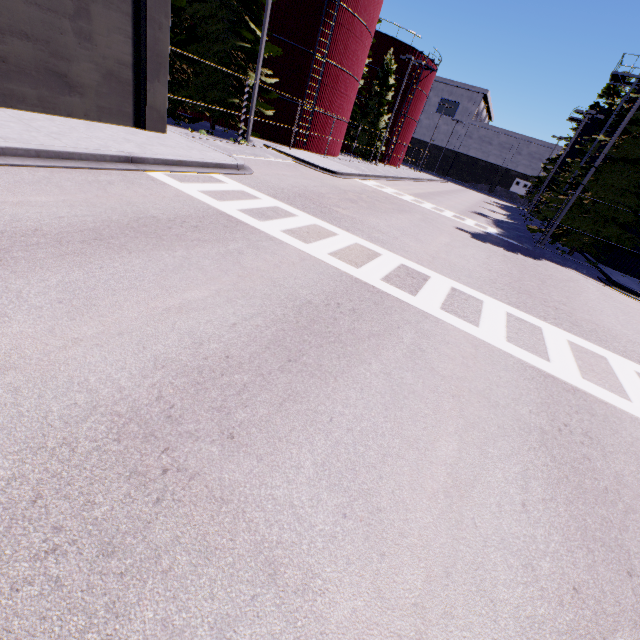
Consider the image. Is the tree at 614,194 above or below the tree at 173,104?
above

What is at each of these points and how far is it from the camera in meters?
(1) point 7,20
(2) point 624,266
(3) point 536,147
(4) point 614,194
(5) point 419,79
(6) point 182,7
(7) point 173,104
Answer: (1) building, 8.3 m
(2) silo, 19.5 m
(3) building, 59.8 m
(4) tree, 16.8 m
(5) silo, 38.9 m
(6) tree, 14.9 m
(7) tree, 16.8 m

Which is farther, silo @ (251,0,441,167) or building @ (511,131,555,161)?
building @ (511,131,555,161)

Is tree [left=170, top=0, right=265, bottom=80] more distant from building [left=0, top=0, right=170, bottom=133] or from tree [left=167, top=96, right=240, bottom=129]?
tree [left=167, top=96, right=240, bottom=129]

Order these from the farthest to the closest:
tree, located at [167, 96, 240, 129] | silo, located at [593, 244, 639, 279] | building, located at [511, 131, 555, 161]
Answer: building, located at [511, 131, 555, 161], silo, located at [593, 244, 639, 279], tree, located at [167, 96, 240, 129]

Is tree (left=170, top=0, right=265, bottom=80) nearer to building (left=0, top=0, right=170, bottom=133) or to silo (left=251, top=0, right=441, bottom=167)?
building (left=0, top=0, right=170, bottom=133)

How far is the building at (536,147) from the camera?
58.2 meters

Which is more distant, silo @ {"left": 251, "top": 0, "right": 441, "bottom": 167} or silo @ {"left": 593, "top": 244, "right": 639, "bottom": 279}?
silo @ {"left": 251, "top": 0, "right": 441, "bottom": 167}
